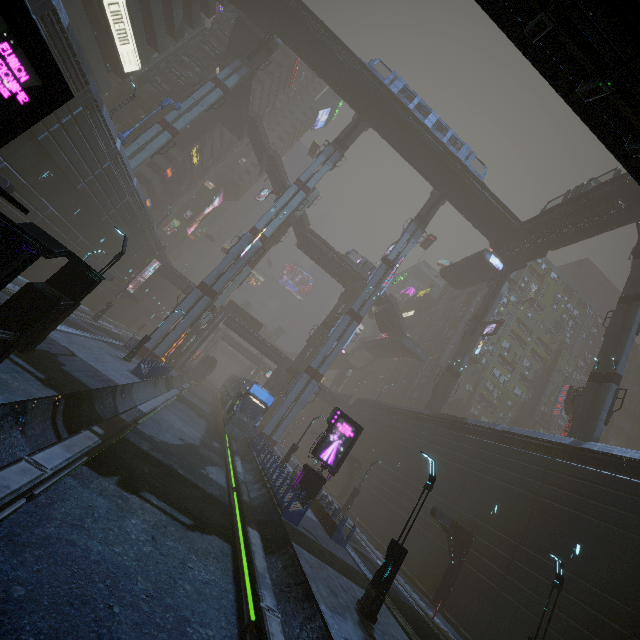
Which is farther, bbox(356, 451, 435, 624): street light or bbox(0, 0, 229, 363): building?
bbox(356, 451, 435, 624): street light

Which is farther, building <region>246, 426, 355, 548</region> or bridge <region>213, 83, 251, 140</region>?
bridge <region>213, 83, 251, 140</region>

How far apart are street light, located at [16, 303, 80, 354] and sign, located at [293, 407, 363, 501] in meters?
14.1 m

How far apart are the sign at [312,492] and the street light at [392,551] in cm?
792

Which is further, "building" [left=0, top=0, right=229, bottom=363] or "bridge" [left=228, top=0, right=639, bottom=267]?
"bridge" [left=228, top=0, right=639, bottom=267]

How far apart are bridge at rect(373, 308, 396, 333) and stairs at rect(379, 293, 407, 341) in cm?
0

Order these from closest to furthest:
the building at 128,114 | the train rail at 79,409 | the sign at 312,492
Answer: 1. the train rail at 79,409
2. the sign at 312,492
3. the building at 128,114

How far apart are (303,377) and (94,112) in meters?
29.8
